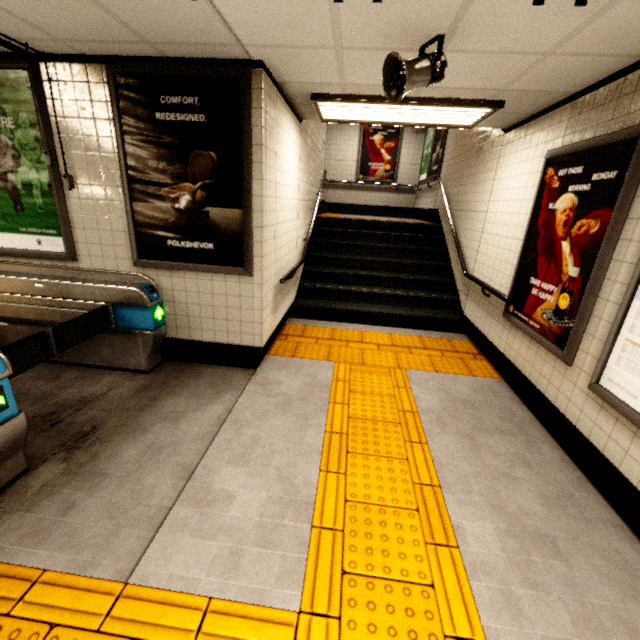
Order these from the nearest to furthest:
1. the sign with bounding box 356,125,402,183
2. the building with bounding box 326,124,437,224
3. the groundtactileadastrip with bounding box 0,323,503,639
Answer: the groundtactileadastrip with bounding box 0,323,503,639, the building with bounding box 326,124,437,224, the sign with bounding box 356,125,402,183

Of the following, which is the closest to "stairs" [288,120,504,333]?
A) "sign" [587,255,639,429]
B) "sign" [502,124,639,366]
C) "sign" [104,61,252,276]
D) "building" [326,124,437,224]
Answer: "building" [326,124,437,224]

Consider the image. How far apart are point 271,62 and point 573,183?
2.83m

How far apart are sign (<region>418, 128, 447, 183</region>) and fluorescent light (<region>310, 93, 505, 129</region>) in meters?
3.6

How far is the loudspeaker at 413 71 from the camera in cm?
213

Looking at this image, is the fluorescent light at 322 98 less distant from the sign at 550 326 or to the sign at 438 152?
the sign at 550 326

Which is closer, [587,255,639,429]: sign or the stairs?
[587,255,639,429]: sign

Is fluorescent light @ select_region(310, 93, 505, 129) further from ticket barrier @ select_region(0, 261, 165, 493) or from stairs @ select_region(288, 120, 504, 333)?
ticket barrier @ select_region(0, 261, 165, 493)
